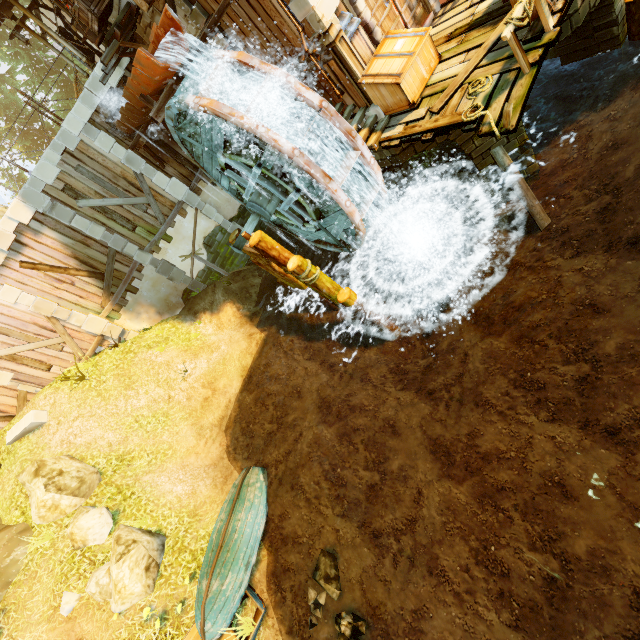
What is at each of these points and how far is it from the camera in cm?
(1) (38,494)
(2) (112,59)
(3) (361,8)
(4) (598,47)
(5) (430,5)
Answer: (1) rock, 979
(2) wooden platform, 1069
(3) doorway, 732
(4) stone arch, 754
(5) doorway, 836

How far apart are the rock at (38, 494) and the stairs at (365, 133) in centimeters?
1251cm

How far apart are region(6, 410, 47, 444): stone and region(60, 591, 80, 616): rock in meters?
6.4

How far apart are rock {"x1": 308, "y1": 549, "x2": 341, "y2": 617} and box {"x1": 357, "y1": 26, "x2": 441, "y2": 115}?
10.4m

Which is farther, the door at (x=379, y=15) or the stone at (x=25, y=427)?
the stone at (x=25, y=427)

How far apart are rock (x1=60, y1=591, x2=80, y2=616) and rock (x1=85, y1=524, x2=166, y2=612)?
0.3 meters

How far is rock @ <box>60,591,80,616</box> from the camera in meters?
8.1 m

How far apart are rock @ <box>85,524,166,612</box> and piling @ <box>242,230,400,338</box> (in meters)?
8.32
